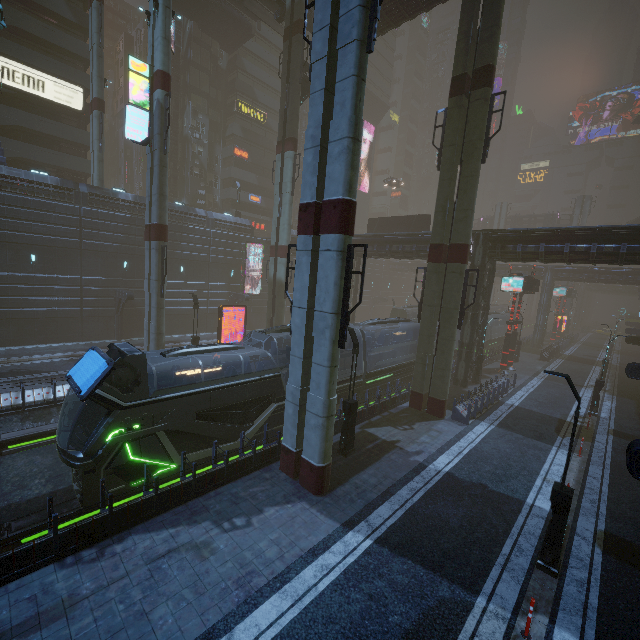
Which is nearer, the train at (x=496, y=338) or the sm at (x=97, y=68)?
the sm at (x=97, y=68)

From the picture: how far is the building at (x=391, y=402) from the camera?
17.70m

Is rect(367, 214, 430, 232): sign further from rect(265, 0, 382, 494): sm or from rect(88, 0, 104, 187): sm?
rect(88, 0, 104, 187): sm

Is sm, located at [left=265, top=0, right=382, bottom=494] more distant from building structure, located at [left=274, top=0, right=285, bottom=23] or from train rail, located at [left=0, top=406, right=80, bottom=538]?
train rail, located at [left=0, top=406, right=80, bottom=538]

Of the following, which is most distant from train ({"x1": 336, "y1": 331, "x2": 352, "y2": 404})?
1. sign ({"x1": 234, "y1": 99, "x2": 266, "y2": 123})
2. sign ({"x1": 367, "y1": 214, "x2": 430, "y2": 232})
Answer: sign ({"x1": 234, "y1": 99, "x2": 266, "y2": 123})

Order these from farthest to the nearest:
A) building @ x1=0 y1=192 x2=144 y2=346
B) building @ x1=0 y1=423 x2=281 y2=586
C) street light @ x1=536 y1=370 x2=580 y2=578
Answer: building @ x1=0 y1=192 x2=144 y2=346 < street light @ x1=536 y1=370 x2=580 y2=578 < building @ x1=0 y1=423 x2=281 y2=586

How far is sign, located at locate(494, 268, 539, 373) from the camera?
29.16m

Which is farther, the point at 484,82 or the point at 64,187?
the point at 64,187
